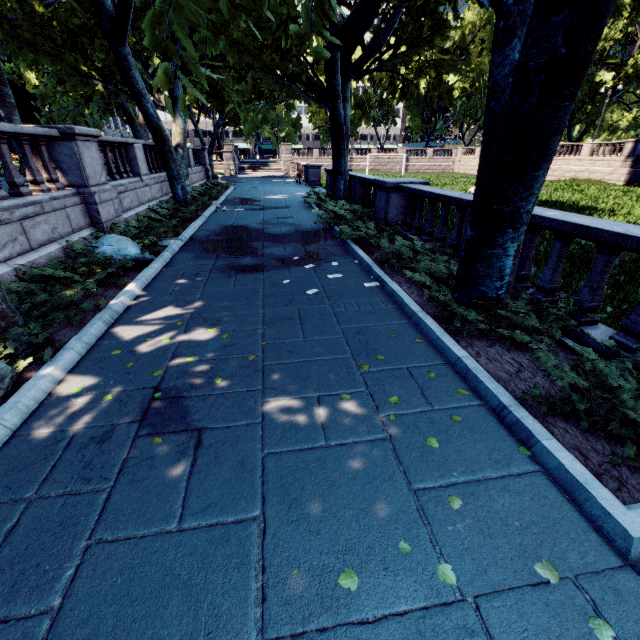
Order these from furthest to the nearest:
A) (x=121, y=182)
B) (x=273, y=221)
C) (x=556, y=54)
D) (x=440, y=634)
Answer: (x=273, y=221)
(x=121, y=182)
(x=556, y=54)
(x=440, y=634)

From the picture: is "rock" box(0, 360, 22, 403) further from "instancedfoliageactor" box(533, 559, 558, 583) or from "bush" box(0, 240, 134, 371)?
"instancedfoliageactor" box(533, 559, 558, 583)

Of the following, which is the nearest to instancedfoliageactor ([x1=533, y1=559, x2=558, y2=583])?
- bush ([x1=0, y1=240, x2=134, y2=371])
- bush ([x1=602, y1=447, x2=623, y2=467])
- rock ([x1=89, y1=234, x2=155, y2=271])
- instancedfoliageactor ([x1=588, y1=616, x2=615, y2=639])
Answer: instancedfoliageactor ([x1=588, y1=616, x2=615, y2=639])

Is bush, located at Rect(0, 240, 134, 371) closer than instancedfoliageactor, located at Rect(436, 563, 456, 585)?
No

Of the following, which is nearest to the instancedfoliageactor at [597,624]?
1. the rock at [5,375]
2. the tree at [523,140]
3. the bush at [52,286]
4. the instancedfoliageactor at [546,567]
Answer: the instancedfoliageactor at [546,567]

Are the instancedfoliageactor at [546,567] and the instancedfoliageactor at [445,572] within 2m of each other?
yes

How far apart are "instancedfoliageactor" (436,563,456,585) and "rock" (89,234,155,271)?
8.15m

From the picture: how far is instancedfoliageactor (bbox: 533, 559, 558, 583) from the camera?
2.1m
